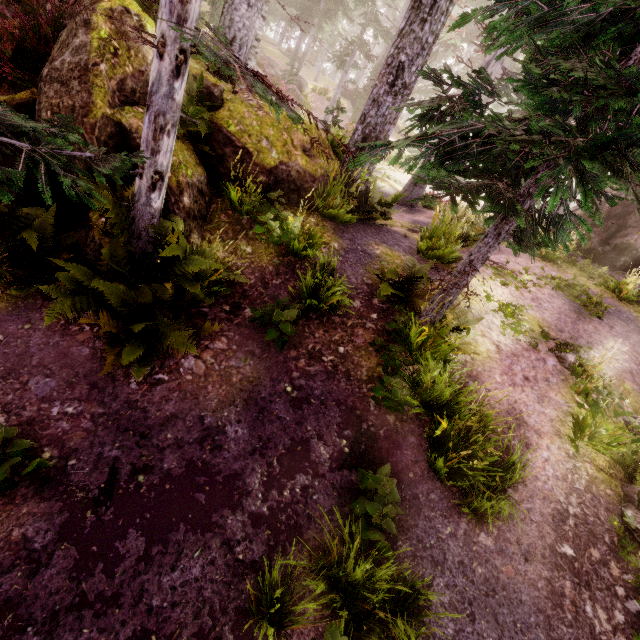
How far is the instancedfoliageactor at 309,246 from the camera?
5.4m

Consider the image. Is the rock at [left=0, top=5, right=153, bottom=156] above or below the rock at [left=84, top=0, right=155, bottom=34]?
below

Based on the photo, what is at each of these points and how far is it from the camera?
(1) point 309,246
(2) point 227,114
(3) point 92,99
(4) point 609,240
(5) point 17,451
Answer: (1) instancedfoliageactor, 6.9m
(2) rock, 6.9m
(3) rock, 4.9m
(4) rock, 13.1m
(5) instancedfoliageactor, 3.4m

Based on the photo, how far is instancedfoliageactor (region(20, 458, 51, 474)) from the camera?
3.2 meters

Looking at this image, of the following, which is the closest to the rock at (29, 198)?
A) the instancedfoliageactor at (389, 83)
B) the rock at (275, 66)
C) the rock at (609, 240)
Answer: the instancedfoliageactor at (389, 83)

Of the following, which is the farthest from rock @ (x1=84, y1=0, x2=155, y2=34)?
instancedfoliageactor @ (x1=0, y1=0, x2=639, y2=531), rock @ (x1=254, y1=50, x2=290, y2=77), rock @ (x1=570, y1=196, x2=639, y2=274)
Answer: rock @ (x1=254, y1=50, x2=290, y2=77)

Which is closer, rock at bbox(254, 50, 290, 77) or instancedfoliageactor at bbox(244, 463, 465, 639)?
instancedfoliageactor at bbox(244, 463, 465, 639)
